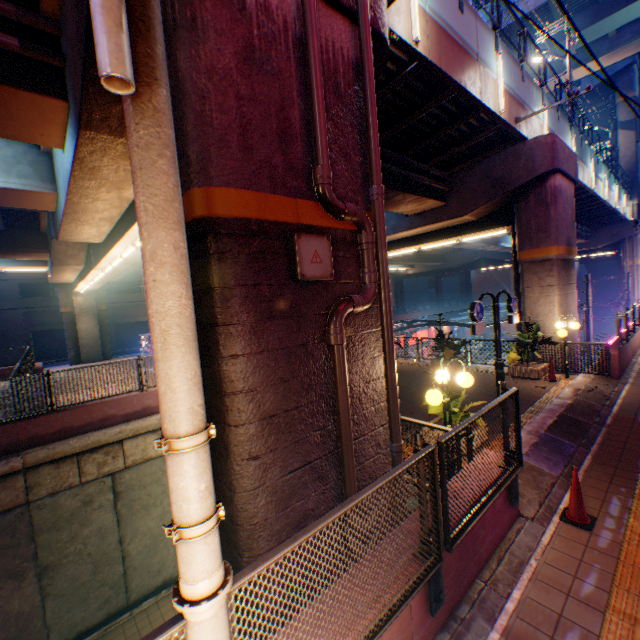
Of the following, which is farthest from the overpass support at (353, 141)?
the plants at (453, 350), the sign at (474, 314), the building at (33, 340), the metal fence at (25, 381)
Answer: the building at (33, 340)

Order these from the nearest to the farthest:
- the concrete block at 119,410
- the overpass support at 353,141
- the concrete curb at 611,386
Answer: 1. the concrete curb at 611,386
2. the overpass support at 353,141
3. the concrete block at 119,410

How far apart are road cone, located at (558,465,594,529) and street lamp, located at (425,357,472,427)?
1.6m

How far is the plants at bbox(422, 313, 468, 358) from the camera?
14.1 meters

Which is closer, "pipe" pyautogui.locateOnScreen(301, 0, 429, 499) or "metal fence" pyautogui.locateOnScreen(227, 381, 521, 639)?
"metal fence" pyautogui.locateOnScreen(227, 381, 521, 639)

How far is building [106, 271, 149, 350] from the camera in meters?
38.5 m

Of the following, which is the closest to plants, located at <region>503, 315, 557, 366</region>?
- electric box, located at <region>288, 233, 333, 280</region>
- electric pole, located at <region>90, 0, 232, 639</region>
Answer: electric box, located at <region>288, 233, 333, 280</region>

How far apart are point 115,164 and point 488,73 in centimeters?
1114cm
